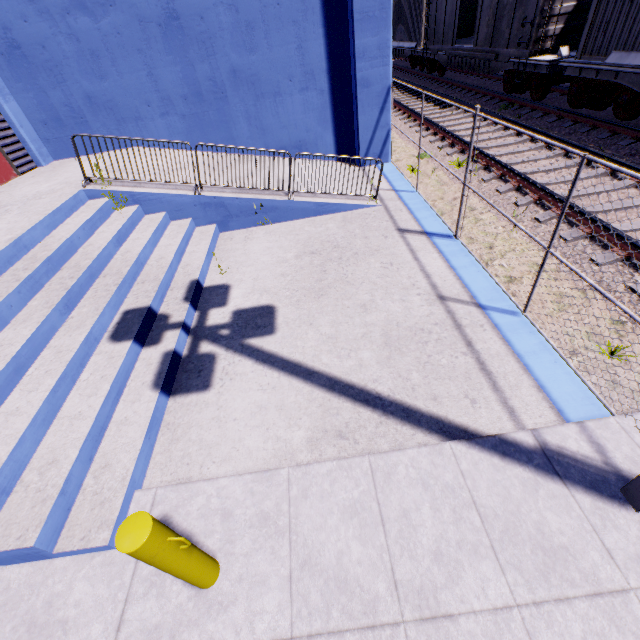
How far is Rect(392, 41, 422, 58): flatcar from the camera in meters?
21.4

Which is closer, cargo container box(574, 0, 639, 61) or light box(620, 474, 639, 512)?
light box(620, 474, 639, 512)

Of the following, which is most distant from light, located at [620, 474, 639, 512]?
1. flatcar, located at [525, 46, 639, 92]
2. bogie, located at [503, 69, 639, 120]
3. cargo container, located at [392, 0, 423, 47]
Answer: cargo container, located at [392, 0, 423, 47]

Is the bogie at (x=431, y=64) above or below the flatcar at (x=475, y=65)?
below

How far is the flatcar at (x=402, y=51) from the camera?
21.4 meters

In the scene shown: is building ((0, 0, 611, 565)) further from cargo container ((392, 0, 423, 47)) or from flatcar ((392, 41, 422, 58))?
flatcar ((392, 41, 422, 58))

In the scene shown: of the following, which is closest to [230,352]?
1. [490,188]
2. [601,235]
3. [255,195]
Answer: [255,195]

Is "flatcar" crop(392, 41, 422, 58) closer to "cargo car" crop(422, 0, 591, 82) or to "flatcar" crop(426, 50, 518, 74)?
"flatcar" crop(426, 50, 518, 74)
